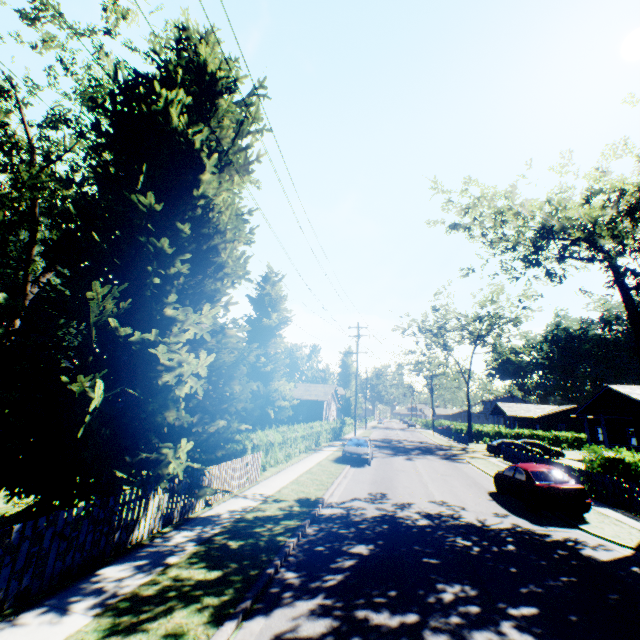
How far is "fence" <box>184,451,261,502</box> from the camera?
10.8 meters

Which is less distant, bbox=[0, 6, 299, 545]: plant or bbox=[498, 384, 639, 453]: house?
bbox=[0, 6, 299, 545]: plant

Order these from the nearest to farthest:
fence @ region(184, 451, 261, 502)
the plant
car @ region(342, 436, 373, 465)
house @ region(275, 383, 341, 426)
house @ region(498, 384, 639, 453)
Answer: the plant, fence @ region(184, 451, 261, 502), car @ region(342, 436, 373, 465), house @ region(498, 384, 639, 453), house @ region(275, 383, 341, 426)

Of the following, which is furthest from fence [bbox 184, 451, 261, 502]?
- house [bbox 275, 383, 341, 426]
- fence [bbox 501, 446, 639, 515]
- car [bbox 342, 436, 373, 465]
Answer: house [bbox 275, 383, 341, 426]

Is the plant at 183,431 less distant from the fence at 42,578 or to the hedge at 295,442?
the fence at 42,578

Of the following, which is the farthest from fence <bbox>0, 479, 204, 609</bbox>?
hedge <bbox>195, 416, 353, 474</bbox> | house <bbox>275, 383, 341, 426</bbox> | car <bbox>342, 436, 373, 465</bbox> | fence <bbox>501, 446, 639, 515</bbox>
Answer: house <bbox>275, 383, 341, 426</bbox>

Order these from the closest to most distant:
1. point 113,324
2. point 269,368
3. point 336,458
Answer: point 113,324, point 336,458, point 269,368

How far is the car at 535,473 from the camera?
11.9m
